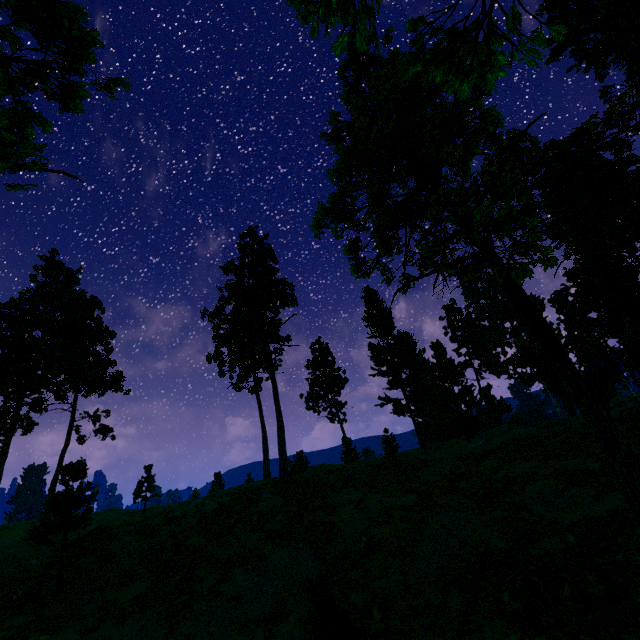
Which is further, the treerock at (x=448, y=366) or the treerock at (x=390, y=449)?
the treerock at (x=390, y=449)

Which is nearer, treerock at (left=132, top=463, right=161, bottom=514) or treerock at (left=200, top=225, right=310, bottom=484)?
treerock at (left=200, top=225, right=310, bottom=484)

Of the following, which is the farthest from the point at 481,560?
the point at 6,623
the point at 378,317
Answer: the point at 378,317

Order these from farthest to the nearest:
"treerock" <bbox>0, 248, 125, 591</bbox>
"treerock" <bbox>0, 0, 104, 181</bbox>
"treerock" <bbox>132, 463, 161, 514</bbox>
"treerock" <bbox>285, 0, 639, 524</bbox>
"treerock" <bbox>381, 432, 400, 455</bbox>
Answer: "treerock" <bbox>132, 463, 161, 514</bbox>, "treerock" <bbox>381, 432, 400, 455</bbox>, "treerock" <bbox>0, 248, 125, 591</bbox>, "treerock" <bbox>0, 0, 104, 181</bbox>, "treerock" <bbox>285, 0, 639, 524</bbox>

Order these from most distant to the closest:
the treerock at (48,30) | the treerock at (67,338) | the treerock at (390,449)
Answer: the treerock at (390,449) < the treerock at (67,338) < the treerock at (48,30)
